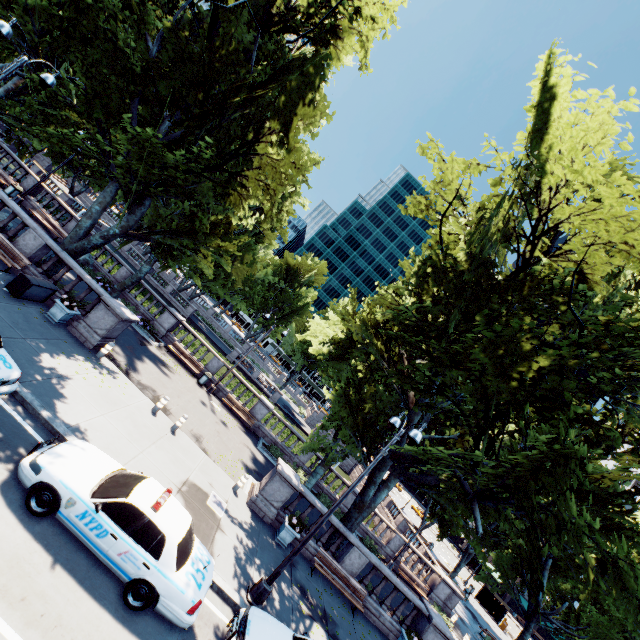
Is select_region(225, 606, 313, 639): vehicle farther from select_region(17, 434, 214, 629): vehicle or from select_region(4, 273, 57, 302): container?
select_region(4, 273, 57, 302): container

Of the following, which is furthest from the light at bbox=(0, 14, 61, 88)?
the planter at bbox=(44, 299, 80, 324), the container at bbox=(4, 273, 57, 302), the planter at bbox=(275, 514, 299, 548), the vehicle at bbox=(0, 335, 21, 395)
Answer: the planter at bbox=(275, 514, 299, 548)

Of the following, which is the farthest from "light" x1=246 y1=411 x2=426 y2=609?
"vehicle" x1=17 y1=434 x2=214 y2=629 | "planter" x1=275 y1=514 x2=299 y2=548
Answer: "planter" x1=275 y1=514 x2=299 y2=548

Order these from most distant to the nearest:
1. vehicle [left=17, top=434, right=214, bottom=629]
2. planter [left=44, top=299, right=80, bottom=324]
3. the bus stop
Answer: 1. the bus stop
2. planter [left=44, top=299, right=80, bottom=324]
3. vehicle [left=17, top=434, right=214, bottom=629]

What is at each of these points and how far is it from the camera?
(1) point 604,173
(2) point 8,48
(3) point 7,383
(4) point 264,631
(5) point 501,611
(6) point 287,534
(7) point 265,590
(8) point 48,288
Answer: (1) tree, 8.7m
(2) tree, 15.2m
(3) vehicle, 8.2m
(4) vehicle, 8.1m
(5) bus stop, 40.9m
(6) planter, 13.9m
(7) light, 9.8m
(8) container, 13.9m

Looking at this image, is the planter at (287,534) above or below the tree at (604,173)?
below

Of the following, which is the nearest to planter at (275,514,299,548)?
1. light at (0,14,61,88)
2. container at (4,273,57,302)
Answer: container at (4,273,57,302)

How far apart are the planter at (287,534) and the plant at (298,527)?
0.02m
